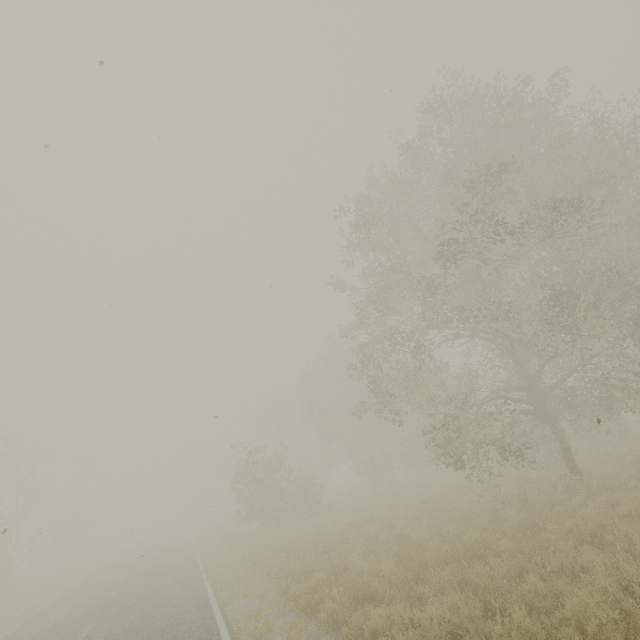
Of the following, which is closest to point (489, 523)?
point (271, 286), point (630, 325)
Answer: point (630, 325)
